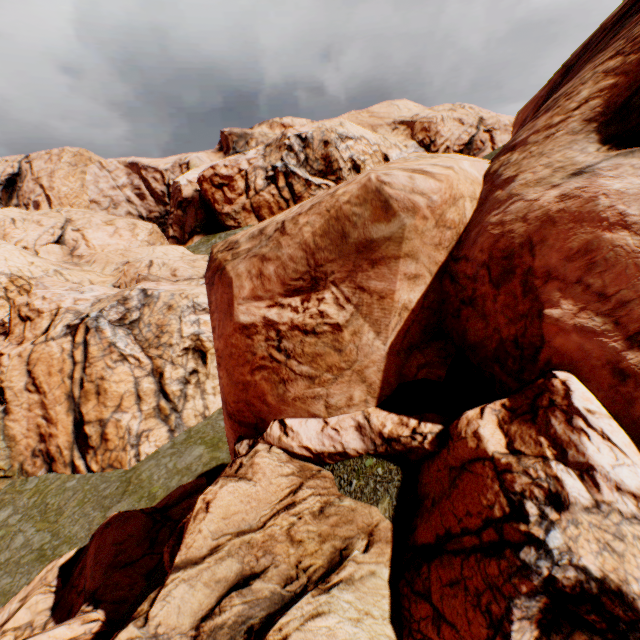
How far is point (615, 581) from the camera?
1.6m
